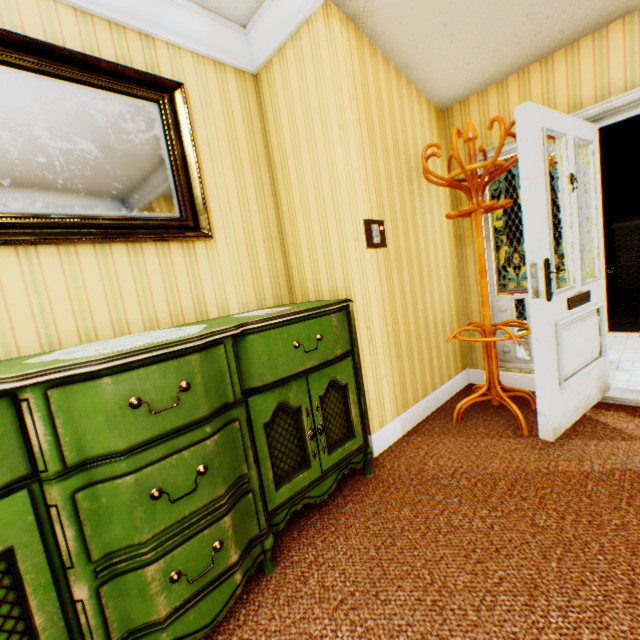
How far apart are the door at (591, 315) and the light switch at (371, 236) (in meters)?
0.91

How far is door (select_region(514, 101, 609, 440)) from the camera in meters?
2.0 m

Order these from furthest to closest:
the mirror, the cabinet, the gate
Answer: the gate, the mirror, the cabinet

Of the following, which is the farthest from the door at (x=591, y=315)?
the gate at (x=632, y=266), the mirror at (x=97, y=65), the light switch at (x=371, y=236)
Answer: the gate at (x=632, y=266)

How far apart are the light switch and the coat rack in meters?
0.5

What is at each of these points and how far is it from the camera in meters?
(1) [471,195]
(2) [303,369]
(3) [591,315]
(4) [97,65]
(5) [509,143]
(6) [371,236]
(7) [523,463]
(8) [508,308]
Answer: (1) coat rack, 2.5 m
(2) cabinet, 1.7 m
(3) door, 2.4 m
(4) mirror, 1.8 m
(5) building, 2.9 m
(6) light switch, 2.4 m
(7) building, 2.0 m
(8) building, 3.2 m

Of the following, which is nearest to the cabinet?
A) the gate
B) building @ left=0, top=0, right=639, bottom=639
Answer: building @ left=0, top=0, right=639, bottom=639

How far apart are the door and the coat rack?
0.1 meters
